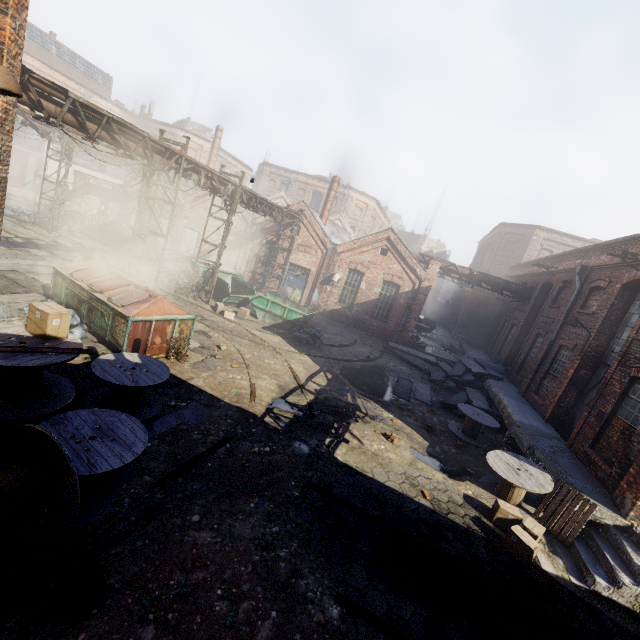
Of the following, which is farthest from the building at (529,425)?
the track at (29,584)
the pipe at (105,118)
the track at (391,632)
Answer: the pipe at (105,118)

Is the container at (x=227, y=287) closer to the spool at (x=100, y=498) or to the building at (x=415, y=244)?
the spool at (x=100, y=498)

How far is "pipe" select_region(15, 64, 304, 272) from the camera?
8.4 meters

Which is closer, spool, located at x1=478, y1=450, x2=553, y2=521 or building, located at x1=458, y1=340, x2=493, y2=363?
spool, located at x1=478, y1=450, x2=553, y2=521

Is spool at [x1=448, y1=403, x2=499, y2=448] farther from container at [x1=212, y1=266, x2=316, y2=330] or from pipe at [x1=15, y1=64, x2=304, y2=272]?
pipe at [x1=15, y1=64, x2=304, y2=272]

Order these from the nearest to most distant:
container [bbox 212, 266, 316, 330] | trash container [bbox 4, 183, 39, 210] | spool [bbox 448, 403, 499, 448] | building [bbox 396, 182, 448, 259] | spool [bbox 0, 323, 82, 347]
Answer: spool [bbox 0, 323, 82, 347]
spool [bbox 448, 403, 499, 448]
container [bbox 212, 266, 316, 330]
trash container [bbox 4, 183, 39, 210]
building [bbox 396, 182, 448, 259]

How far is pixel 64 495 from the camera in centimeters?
400cm

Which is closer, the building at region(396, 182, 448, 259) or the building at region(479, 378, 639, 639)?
the building at region(479, 378, 639, 639)
